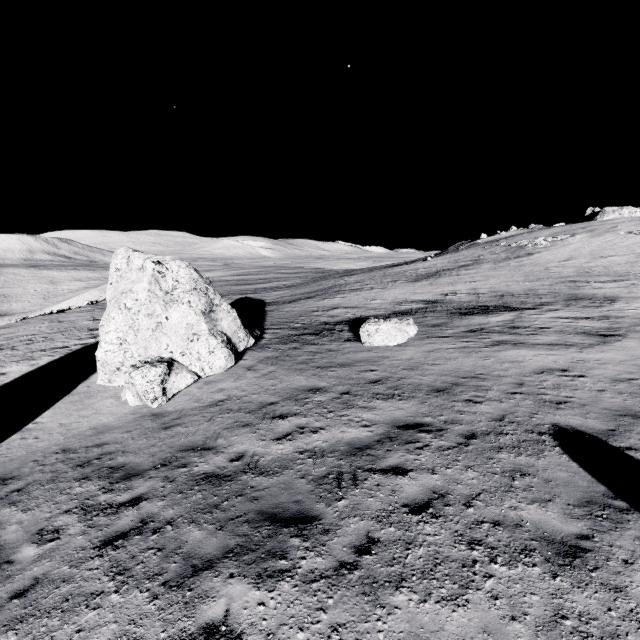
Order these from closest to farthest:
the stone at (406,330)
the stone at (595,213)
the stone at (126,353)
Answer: the stone at (126,353) → the stone at (406,330) → the stone at (595,213)

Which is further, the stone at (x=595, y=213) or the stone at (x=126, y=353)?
the stone at (x=595, y=213)

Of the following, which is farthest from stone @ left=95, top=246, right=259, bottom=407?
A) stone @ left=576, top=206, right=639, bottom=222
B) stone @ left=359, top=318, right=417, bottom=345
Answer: stone @ left=576, top=206, right=639, bottom=222

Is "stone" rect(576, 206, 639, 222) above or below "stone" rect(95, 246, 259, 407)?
above

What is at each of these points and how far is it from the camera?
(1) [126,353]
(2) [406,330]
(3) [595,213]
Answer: (1) stone, 12.65m
(2) stone, 16.19m
(3) stone, 58.09m

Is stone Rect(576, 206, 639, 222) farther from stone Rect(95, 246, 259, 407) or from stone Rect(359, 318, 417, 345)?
stone Rect(95, 246, 259, 407)

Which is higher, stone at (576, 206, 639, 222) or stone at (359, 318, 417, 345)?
stone at (576, 206, 639, 222)
